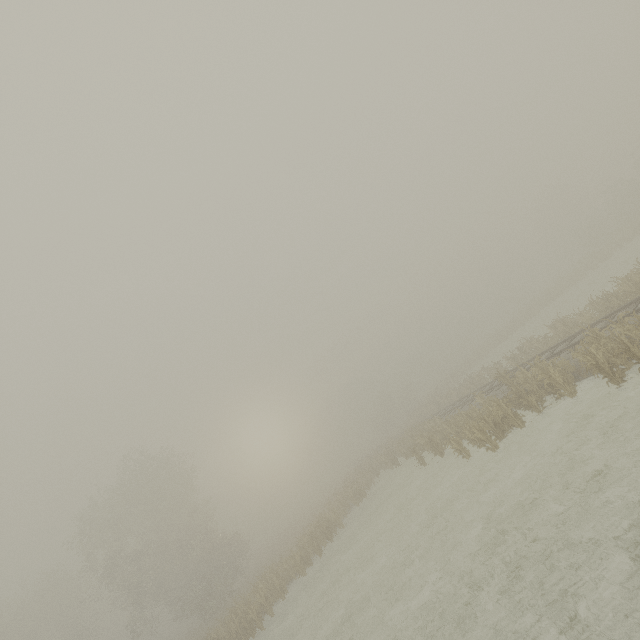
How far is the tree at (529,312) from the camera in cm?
4028

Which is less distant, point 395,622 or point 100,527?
point 395,622

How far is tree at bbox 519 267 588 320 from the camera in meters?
40.3 m

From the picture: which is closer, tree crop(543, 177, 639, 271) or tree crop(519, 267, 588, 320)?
tree crop(543, 177, 639, 271)

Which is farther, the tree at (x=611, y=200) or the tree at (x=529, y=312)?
the tree at (x=529, y=312)
